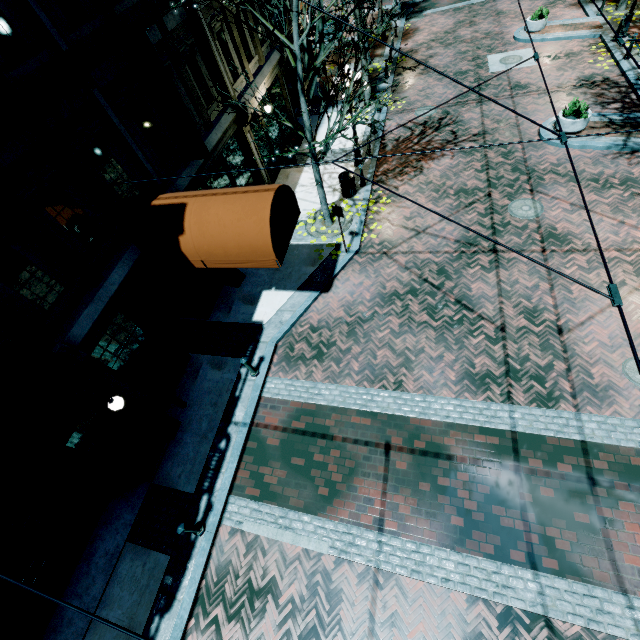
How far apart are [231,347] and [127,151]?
5.85m

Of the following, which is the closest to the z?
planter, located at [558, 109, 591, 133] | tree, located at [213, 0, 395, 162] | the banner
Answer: tree, located at [213, 0, 395, 162]

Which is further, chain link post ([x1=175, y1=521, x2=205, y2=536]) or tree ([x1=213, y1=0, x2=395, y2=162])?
tree ([x1=213, y1=0, x2=395, y2=162])

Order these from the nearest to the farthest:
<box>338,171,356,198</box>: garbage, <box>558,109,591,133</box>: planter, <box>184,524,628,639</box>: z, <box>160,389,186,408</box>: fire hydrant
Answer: <box>184,524,628,639</box>: z
<box>160,389,186,408</box>: fire hydrant
<box>558,109,591,133</box>: planter
<box>338,171,356,198</box>: garbage

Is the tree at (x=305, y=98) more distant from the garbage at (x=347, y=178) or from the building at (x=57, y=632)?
the garbage at (x=347, y=178)

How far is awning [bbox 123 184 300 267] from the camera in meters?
6.9

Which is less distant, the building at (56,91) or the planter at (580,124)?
the building at (56,91)

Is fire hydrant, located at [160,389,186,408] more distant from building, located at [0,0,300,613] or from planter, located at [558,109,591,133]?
planter, located at [558,109,591,133]
